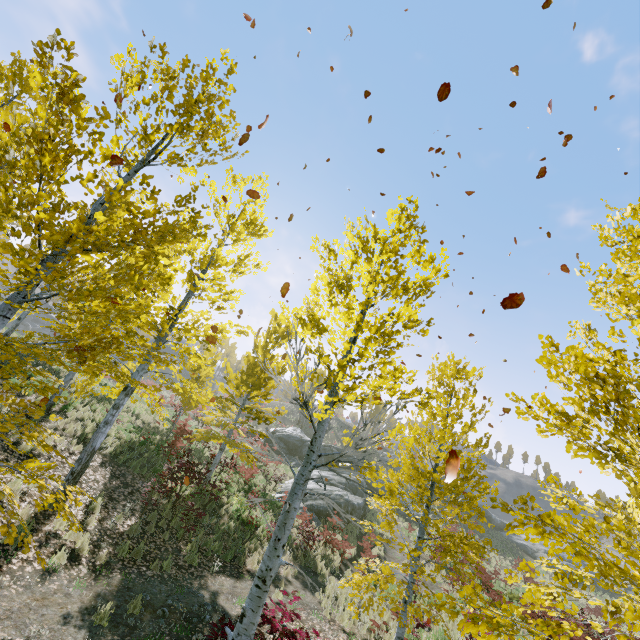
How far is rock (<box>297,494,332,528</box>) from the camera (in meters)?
17.91

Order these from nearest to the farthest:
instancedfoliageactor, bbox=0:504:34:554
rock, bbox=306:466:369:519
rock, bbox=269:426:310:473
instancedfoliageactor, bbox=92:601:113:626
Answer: instancedfoliageactor, bbox=0:504:34:554 → instancedfoliageactor, bbox=92:601:113:626 → rock, bbox=306:466:369:519 → rock, bbox=269:426:310:473

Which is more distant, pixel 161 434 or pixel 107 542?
pixel 161 434

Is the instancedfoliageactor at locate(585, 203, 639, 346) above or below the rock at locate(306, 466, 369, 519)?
above

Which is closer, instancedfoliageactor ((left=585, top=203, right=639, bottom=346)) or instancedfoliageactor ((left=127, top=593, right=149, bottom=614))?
instancedfoliageactor ((left=585, top=203, right=639, bottom=346))

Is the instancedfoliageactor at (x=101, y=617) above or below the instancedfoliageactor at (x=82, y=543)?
below

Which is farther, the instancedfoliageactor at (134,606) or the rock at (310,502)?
the rock at (310,502)
